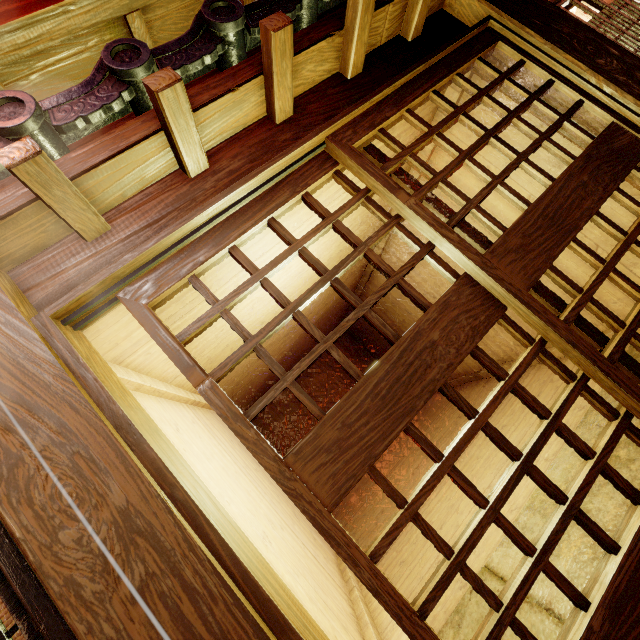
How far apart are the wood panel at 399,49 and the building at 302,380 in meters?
14.0 m

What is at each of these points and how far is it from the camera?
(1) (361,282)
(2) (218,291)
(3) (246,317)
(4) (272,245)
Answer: (1) building, 12.4m
(2) building, 4.8m
(3) building, 6.4m
(4) building, 5.0m

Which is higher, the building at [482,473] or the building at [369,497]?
the building at [369,497]

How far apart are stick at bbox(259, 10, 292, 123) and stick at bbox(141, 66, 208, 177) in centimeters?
93cm

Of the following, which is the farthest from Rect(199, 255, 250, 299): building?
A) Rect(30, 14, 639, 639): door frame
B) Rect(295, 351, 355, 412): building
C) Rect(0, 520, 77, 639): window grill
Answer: Rect(295, 351, 355, 412): building

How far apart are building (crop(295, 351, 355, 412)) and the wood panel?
14.00m

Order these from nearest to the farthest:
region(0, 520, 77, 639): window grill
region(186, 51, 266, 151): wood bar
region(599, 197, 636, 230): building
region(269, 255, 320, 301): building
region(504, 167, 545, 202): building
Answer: region(0, 520, 77, 639): window grill < region(186, 51, 266, 151): wood bar < region(599, 197, 636, 230): building < region(504, 167, 545, 202): building < region(269, 255, 320, 301): building

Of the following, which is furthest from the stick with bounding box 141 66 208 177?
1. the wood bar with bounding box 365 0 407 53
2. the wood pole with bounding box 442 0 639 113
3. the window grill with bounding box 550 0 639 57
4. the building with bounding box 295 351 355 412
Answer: the building with bounding box 295 351 355 412
